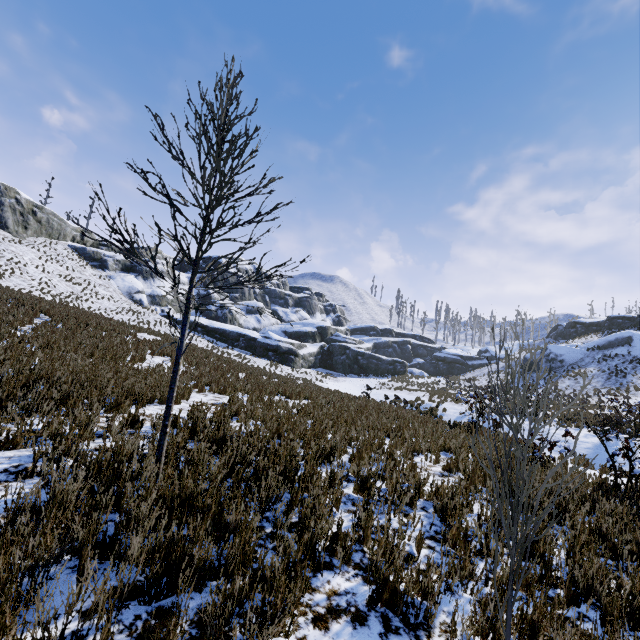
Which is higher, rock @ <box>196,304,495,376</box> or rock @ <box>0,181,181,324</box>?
rock @ <box>0,181,181,324</box>

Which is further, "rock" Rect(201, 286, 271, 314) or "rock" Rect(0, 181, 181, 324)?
"rock" Rect(201, 286, 271, 314)

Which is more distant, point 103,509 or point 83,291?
point 83,291

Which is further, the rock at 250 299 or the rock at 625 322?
the rock at 250 299

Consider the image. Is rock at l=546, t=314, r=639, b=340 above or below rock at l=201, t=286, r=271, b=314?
above

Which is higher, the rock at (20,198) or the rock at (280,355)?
the rock at (20,198)

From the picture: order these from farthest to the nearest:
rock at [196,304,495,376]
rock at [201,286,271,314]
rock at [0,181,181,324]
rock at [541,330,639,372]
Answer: rock at [201,286,271,314] < rock at [196,304,495,376] < rock at [0,181,181,324] < rock at [541,330,639,372]

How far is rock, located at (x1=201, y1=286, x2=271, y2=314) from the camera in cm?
5144
